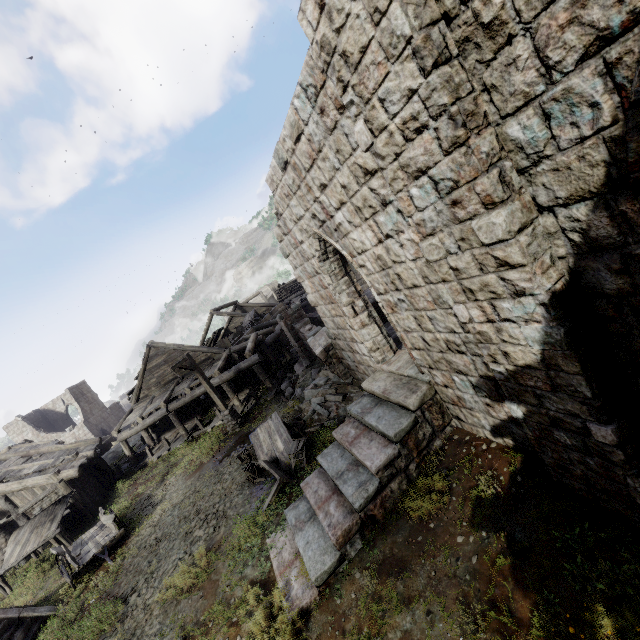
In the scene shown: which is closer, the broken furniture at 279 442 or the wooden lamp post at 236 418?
the broken furniture at 279 442

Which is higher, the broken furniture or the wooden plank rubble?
the wooden plank rubble

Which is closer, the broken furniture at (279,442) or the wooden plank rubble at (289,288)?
the broken furniture at (279,442)

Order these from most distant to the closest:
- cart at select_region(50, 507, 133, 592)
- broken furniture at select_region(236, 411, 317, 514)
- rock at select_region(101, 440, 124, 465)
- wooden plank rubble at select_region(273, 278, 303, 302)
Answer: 1. wooden plank rubble at select_region(273, 278, 303, 302)
2. rock at select_region(101, 440, 124, 465)
3. cart at select_region(50, 507, 133, 592)
4. broken furniture at select_region(236, 411, 317, 514)

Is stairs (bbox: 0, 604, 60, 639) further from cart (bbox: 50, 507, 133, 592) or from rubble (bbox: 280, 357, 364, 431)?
rubble (bbox: 280, 357, 364, 431)

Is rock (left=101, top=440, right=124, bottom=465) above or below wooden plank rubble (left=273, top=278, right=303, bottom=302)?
below

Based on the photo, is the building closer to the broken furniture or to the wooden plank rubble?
the wooden plank rubble

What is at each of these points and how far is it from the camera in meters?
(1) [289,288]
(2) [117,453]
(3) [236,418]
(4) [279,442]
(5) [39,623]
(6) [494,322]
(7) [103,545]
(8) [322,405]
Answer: (1) wooden plank rubble, 48.2
(2) rock, 27.9
(3) wooden lamp post, 16.9
(4) broken furniture, 11.6
(5) stairs, 10.5
(6) building, 4.0
(7) cart, 12.1
(8) rubble, 12.6
